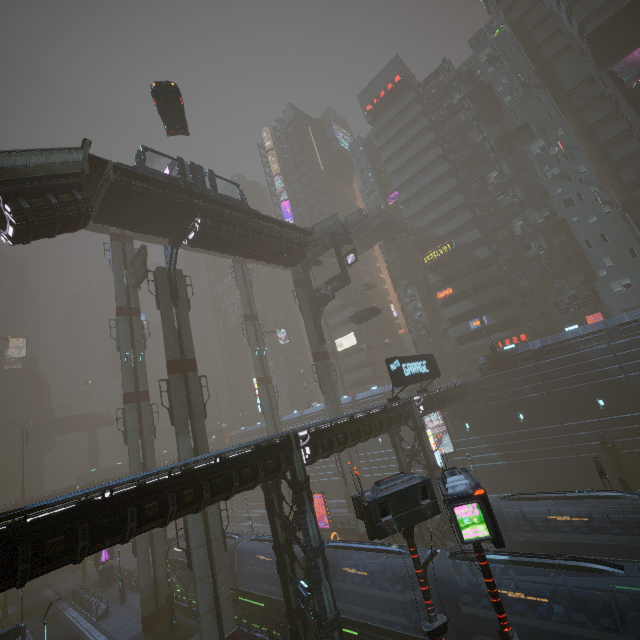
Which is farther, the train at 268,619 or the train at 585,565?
the train at 268,619

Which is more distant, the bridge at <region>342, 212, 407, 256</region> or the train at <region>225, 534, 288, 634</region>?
the bridge at <region>342, 212, 407, 256</region>

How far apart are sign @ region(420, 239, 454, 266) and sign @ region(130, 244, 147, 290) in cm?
3803

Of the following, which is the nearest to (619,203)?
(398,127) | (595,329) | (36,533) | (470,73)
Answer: (595,329)

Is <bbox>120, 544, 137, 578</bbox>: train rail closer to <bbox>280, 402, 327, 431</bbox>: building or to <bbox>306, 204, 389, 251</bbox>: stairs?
<bbox>280, 402, 327, 431</bbox>: building

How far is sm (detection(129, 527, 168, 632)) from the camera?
25.77m

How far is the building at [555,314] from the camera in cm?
4094

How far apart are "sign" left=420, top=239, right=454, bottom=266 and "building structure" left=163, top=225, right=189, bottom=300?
36.5 meters
